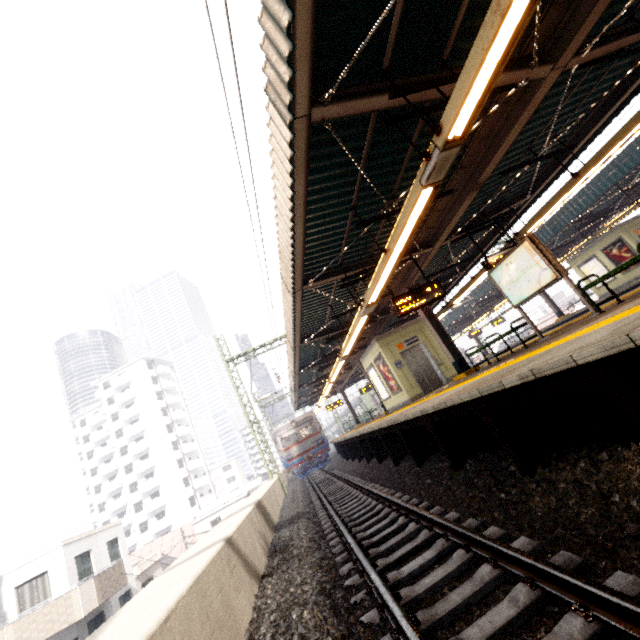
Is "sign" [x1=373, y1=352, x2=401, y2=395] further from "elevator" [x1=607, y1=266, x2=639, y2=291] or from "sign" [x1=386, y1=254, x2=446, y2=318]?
"elevator" [x1=607, y1=266, x2=639, y2=291]

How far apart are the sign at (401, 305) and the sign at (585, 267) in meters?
16.1

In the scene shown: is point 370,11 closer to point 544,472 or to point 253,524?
point 544,472

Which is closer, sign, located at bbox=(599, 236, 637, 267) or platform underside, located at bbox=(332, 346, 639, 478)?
platform underside, located at bbox=(332, 346, 639, 478)

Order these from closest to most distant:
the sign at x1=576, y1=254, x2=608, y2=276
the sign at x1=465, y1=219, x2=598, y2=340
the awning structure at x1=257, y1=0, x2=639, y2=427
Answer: the awning structure at x1=257, y1=0, x2=639, y2=427 < the sign at x1=465, y1=219, x2=598, y2=340 < the sign at x1=576, y1=254, x2=608, y2=276

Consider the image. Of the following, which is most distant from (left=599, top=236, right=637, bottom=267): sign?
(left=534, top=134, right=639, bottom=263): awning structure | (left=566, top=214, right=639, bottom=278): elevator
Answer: (left=534, top=134, right=639, bottom=263): awning structure

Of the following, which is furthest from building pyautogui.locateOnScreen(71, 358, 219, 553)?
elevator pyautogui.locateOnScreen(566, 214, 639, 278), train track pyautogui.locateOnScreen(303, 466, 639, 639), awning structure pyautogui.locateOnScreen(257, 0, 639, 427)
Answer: elevator pyautogui.locateOnScreen(566, 214, 639, 278)

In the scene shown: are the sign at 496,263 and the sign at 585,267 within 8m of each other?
no
